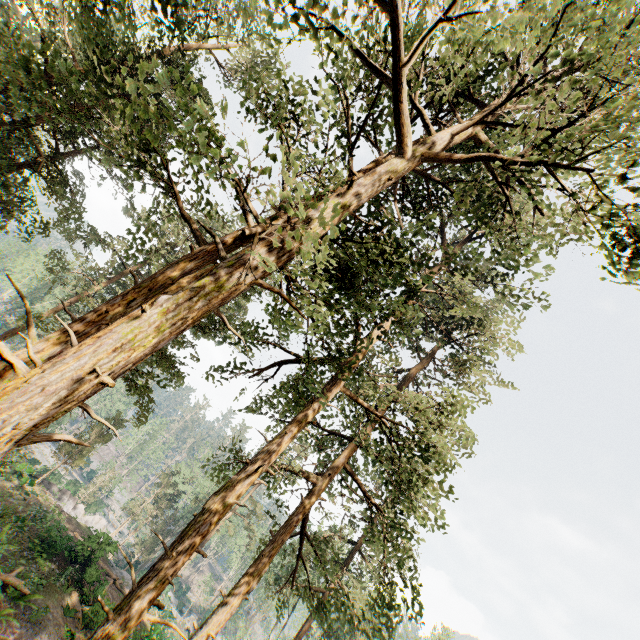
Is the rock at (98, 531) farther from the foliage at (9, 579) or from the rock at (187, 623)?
the rock at (187, 623)

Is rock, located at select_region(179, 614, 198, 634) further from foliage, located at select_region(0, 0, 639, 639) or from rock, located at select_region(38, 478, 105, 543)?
rock, located at select_region(38, 478, 105, 543)

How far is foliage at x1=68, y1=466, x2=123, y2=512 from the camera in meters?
47.6 m

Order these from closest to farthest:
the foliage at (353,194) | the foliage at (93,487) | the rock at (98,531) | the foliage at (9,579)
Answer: the foliage at (353,194), the foliage at (9,579), the rock at (98,531), the foliage at (93,487)

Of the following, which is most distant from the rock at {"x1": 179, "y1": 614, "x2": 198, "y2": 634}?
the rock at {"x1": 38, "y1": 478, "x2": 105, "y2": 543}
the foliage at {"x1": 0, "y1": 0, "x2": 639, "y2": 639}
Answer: the rock at {"x1": 38, "y1": 478, "x2": 105, "y2": 543}

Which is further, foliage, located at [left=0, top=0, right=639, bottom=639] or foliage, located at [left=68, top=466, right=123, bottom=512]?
foliage, located at [left=68, top=466, right=123, bottom=512]

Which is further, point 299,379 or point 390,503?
point 299,379
